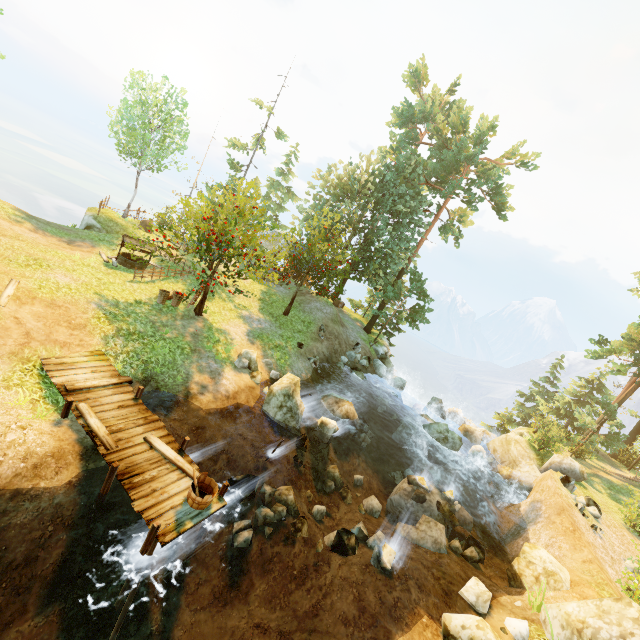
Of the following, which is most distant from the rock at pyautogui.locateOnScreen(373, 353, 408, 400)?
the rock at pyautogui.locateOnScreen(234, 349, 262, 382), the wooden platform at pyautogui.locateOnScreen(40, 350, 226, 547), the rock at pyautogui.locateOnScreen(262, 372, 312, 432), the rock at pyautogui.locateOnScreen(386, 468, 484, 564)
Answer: the wooden platform at pyautogui.locateOnScreen(40, 350, 226, 547)

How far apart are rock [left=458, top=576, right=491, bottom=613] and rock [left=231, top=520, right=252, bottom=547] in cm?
667

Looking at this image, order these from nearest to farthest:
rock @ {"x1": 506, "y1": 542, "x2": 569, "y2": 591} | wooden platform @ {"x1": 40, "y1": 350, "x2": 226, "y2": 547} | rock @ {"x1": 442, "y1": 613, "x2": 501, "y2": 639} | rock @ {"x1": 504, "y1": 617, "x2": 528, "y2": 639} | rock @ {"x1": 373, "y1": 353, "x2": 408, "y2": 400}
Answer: wooden platform @ {"x1": 40, "y1": 350, "x2": 226, "y2": 547} < rock @ {"x1": 442, "y1": 613, "x2": 501, "y2": 639} < rock @ {"x1": 504, "y1": 617, "x2": 528, "y2": 639} < rock @ {"x1": 506, "y1": 542, "x2": 569, "y2": 591} < rock @ {"x1": 373, "y1": 353, "x2": 408, "y2": 400}

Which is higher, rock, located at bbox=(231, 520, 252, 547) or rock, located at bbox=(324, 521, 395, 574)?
rock, located at bbox=(324, 521, 395, 574)

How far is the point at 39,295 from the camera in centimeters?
1132cm

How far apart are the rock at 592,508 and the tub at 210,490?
18.0 meters

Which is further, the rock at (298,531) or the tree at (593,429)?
the tree at (593,429)

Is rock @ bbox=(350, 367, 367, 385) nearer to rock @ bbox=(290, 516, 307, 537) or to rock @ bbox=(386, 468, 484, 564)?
rock @ bbox=(386, 468, 484, 564)
